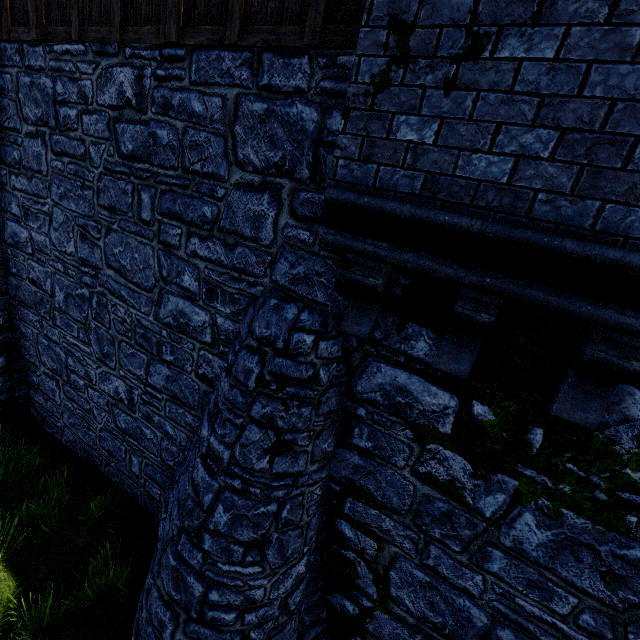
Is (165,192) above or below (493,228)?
below
